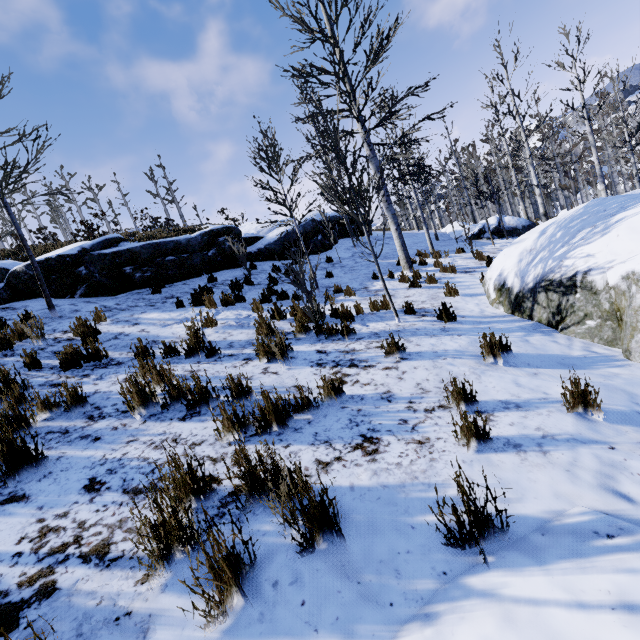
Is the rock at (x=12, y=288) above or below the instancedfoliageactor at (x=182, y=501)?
above

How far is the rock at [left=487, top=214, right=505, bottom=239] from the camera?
18.9m

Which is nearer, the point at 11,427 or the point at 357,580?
the point at 357,580

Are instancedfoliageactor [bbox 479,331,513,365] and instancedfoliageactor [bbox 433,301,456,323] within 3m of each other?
yes

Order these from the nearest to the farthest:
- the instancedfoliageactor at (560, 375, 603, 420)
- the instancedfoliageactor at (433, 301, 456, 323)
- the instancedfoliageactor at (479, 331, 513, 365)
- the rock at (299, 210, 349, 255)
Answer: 1. the instancedfoliageactor at (560, 375, 603, 420)
2. the instancedfoliageactor at (479, 331, 513, 365)
3. the instancedfoliageactor at (433, 301, 456, 323)
4. the rock at (299, 210, 349, 255)

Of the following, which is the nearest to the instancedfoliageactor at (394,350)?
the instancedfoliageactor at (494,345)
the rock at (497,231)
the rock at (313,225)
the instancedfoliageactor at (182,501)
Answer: the instancedfoliageactor at (494,345)

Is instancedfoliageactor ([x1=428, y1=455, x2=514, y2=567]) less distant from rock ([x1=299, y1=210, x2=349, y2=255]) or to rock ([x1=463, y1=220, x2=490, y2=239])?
rock ([x1=299, y1=210, x2=349, y2=255])
